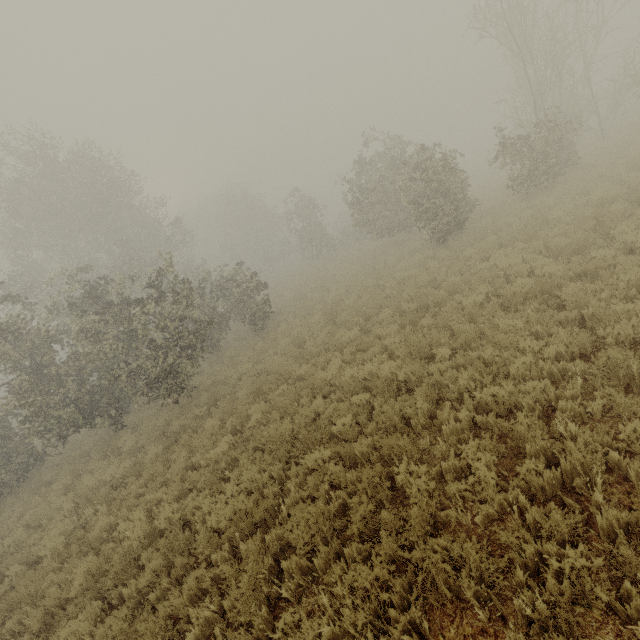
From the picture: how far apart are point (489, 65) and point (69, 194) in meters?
51.2 m
